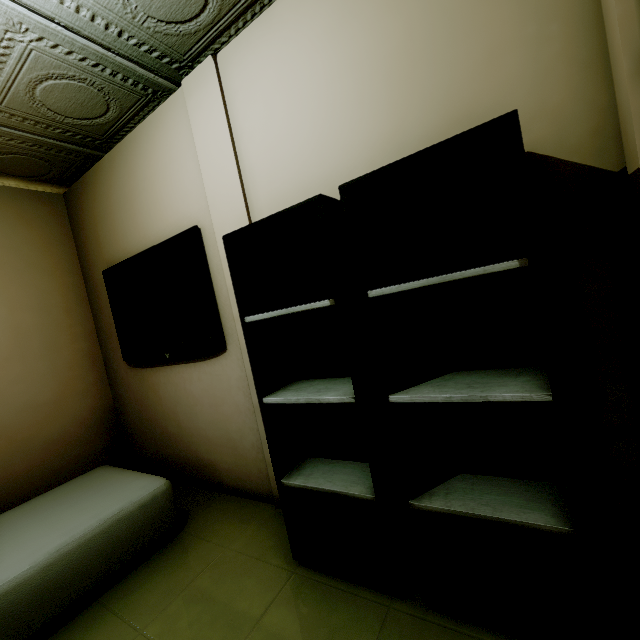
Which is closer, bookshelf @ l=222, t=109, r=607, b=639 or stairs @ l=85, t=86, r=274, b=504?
bookshelf @ l=222, t=109, r=607, b=639

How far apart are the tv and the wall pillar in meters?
0.1 m

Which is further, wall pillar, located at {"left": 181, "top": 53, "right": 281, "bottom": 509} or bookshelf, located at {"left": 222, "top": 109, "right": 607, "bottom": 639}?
wall pillar, located at {"left": 181, "top": 53, "right": 281, "bottom": 509}

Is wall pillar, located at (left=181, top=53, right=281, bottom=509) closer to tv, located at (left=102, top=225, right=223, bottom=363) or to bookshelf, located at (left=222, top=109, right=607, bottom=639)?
tv, located at (left=102, top=225, right=223, bottom=363)

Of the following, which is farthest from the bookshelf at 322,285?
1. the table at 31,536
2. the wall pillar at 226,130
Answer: the table at 31,536

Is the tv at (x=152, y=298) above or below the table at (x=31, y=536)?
above

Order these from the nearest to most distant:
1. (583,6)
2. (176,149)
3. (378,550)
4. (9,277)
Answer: (583,6) → (378,550) → (176,149) → (9,277)

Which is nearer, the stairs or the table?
the table
